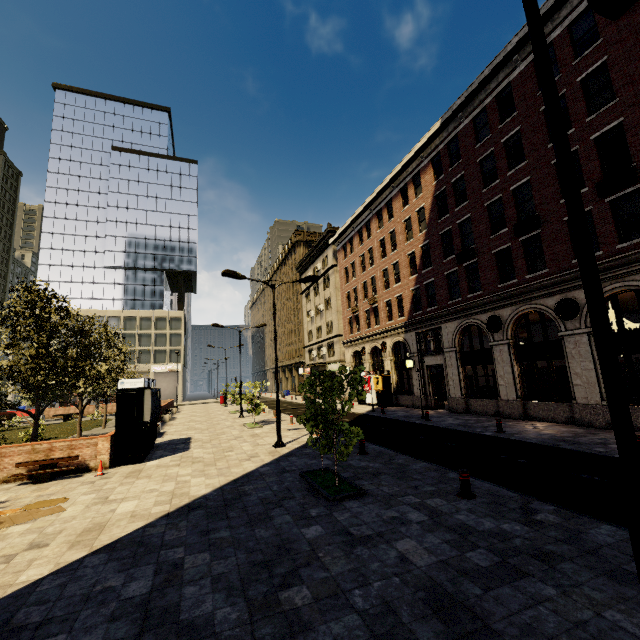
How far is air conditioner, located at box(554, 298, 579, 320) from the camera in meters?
14.5 m

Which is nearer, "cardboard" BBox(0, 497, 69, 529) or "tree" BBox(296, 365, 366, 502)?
"cardboard" BBox(0, 497, 69, 529)

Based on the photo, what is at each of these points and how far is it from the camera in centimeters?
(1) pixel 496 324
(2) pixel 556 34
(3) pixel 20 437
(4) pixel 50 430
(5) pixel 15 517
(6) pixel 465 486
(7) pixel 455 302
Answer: (1) air conditioner, 1842cm
(2) building, 1553cm
(3) plant, 2205cm
(4) plant, 2478cm
(5) cardboard, 777cm
(6) metal bar, 737cm
(7) building, 2161cm

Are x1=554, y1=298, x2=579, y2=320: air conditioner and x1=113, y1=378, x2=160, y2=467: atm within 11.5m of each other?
no

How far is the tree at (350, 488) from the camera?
8.3 meters

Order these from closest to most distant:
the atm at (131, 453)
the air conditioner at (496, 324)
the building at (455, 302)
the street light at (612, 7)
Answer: the street light at (612, 7), the atm at (131, 453), the building at (455, 302), the air conditioner at (496, 324)

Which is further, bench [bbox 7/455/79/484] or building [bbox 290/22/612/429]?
building [bbox 290/22/612/429]

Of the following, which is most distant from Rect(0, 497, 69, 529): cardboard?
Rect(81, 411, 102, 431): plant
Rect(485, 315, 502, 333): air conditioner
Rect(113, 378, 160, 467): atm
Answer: Rect(81, 411, 102, 431): plant
